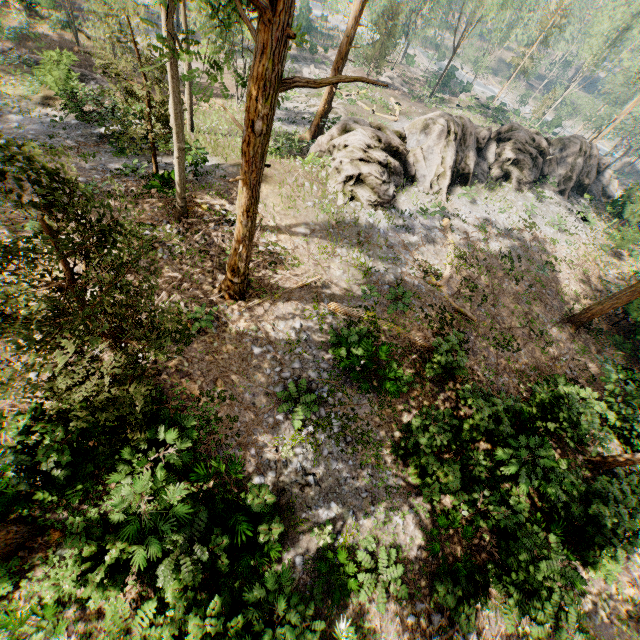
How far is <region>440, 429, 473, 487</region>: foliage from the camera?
10.1m

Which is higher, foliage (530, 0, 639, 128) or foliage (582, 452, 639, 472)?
Answer: foliage (530, 0, 639, 128)

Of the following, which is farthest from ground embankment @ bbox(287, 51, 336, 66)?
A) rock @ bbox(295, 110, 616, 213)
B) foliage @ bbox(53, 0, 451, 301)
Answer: rock @ bbox(295, 110, 616, 213)

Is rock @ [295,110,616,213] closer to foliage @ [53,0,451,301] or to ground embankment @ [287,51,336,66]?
foliage @ [53,0,451,301]

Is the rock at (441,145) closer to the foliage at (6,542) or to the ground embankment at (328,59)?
the foliage at (6,542)

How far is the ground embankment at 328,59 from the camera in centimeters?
4463cm

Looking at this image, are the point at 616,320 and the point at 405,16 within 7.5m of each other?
no
